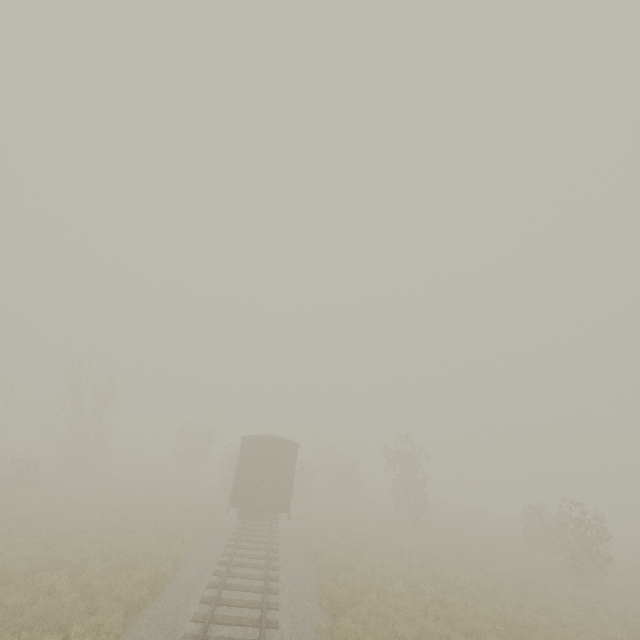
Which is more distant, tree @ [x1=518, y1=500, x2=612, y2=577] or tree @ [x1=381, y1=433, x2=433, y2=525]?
tree @ [x1=381, y1=433, x2=433, y2=525]

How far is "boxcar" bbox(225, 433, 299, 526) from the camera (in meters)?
17.77

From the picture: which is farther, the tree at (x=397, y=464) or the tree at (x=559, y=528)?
the tree at (x=397, y=464)

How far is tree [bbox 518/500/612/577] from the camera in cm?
1744

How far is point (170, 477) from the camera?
31.6m

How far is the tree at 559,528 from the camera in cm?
1744

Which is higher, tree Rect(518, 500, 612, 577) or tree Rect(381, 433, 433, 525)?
tree Rect(381, 433, 433, 525)

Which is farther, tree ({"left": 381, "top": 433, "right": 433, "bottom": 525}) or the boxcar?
tree ({"left": 381, "top": 433, "right": 433, "bottom": 525})
